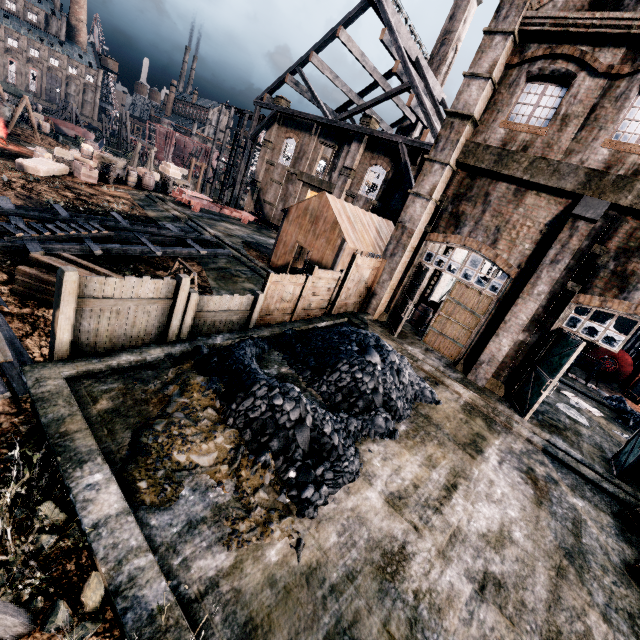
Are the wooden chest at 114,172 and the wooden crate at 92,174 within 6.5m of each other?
yes

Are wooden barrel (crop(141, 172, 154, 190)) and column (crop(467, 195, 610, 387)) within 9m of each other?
no

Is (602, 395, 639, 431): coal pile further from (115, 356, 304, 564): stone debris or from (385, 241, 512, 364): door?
(115, 356, 304, 564): stone debris

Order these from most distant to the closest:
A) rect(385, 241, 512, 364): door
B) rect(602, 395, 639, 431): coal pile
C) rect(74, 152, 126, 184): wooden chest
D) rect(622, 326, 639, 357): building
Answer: rect(622, 326, 639, 357): building < rect(74, 152, 126, 184): wooden chest < rect(602, 395, 639, 431): coal pile < rect(385, 241, 512, 364): door

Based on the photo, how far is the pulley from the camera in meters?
24.6 m

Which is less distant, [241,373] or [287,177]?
[241,373]

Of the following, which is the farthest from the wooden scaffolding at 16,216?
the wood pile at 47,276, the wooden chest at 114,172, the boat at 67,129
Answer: the boat at 67,129

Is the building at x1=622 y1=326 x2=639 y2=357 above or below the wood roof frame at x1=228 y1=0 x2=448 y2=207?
below
